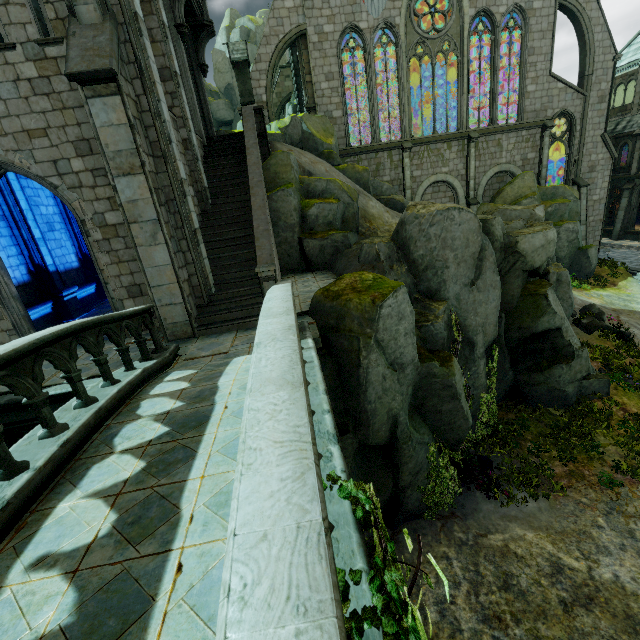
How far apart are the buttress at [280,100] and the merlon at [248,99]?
11.0m

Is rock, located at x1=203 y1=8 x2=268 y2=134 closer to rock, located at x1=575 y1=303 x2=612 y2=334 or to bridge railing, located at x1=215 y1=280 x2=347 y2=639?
rock, located at x1=575 y1=303 x2=612 y2=334

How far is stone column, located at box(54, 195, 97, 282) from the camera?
14.14m

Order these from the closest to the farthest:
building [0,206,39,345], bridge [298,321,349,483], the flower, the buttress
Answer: bridge [298,321,349,483] → building [0,206,39,345] → the flower → the buttress

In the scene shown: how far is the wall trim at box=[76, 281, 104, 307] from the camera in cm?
1400

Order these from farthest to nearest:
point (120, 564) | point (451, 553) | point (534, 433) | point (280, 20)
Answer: point (280, 20) < point (534, 433) < point (451, 553) < point (120, 564)

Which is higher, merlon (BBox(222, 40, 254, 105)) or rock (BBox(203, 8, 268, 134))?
rock (BBox(203, 8, 268, 134))

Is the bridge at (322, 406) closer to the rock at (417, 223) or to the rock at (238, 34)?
the rock at (417, 223)
